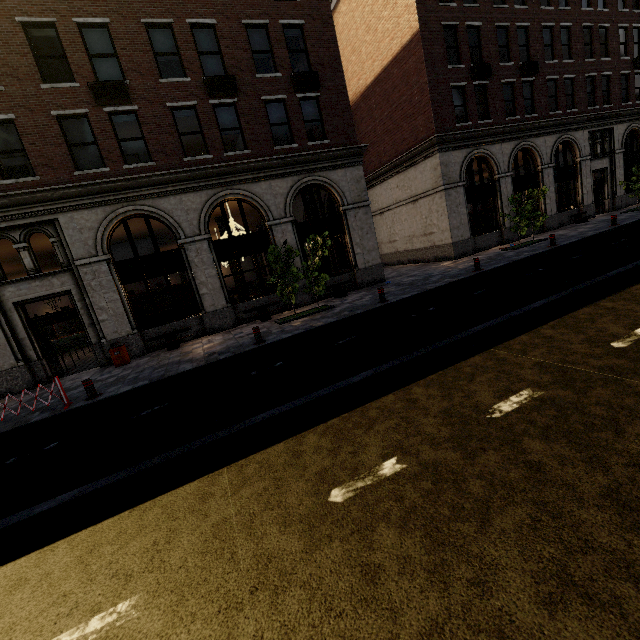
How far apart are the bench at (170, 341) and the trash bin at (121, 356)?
0.8m

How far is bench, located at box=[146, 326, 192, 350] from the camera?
13.30m

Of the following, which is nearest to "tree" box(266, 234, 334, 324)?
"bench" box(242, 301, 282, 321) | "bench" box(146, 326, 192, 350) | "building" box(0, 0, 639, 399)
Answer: "bench" box(242, 301, 282, 321)

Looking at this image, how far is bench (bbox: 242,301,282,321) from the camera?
14.62m

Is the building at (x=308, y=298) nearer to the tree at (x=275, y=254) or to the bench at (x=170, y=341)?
the bench at (x=170, y=341)

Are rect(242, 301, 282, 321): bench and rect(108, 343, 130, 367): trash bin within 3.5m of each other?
no

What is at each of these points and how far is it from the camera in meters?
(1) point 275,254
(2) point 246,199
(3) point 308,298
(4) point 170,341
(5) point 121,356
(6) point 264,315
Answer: (1) tree, 12.3 m
(2) building, 14.7 m
(3) building, 16.1 m
(4) bench, 13.4 m
(5) trash bin, 13.0 m
(6) bench, 14.7 m

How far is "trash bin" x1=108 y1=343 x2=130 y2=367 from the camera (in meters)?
12.51
